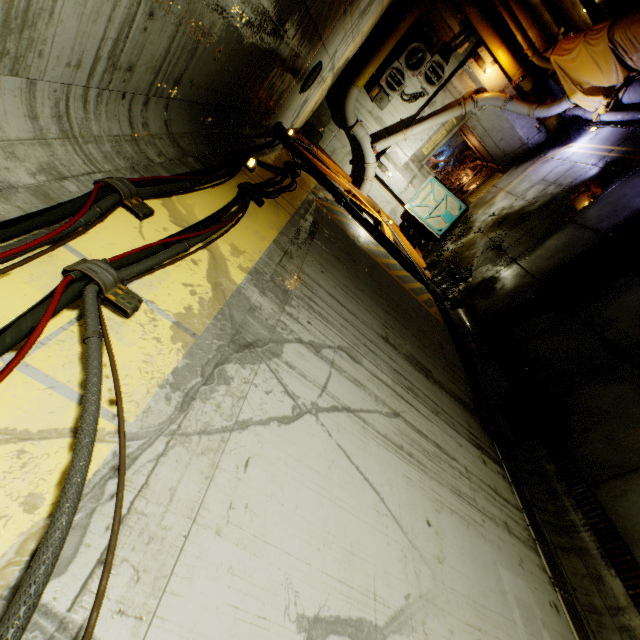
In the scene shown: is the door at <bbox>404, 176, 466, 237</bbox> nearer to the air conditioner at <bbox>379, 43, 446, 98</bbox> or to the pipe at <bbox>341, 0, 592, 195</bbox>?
the pipe at <bbox>341, 0, 592, 195</bbox>

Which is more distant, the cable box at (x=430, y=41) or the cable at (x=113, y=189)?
the cable box at (x=430, y=41)

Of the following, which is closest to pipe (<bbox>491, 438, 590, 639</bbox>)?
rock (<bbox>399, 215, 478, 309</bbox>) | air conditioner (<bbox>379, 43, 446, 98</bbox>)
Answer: rock (<bbox>399, 215, 478, 309</bbox>)

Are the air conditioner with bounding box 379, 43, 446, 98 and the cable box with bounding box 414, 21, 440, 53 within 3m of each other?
yes

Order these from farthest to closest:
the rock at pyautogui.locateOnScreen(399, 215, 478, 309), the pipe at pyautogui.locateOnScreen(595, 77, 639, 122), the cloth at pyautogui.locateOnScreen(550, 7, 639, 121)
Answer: the rock at pyautogui.locateOnScreen(399, 215, 478, 309), the pipe at pyautogui.locateOnScreen(595, 77, 639, 122), the cloth at pyautogui.locateOnScreen(550, 7, 639, 121)

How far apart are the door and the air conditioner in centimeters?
285cm

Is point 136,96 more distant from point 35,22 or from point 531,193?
point 531,193

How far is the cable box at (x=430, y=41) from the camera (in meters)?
10.78
